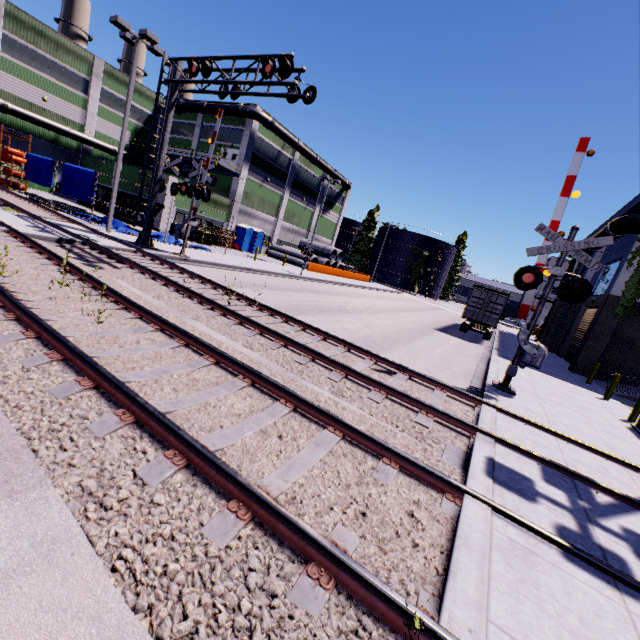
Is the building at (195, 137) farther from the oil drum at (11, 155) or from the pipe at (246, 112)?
the oil drum at (11, 155)

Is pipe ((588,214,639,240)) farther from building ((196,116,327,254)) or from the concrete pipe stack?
the concrete pipe stack

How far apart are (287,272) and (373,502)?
24.2m

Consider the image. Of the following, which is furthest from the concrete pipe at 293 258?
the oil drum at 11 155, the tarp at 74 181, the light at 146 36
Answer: the oil drum at 11 155

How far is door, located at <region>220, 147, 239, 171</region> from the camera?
35.25m

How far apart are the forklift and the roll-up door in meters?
28.6 m

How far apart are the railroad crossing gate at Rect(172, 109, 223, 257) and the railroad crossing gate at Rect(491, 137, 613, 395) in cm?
1363

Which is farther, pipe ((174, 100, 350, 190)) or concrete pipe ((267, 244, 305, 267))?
concrete pipe ((267, 244, 305, 267))
